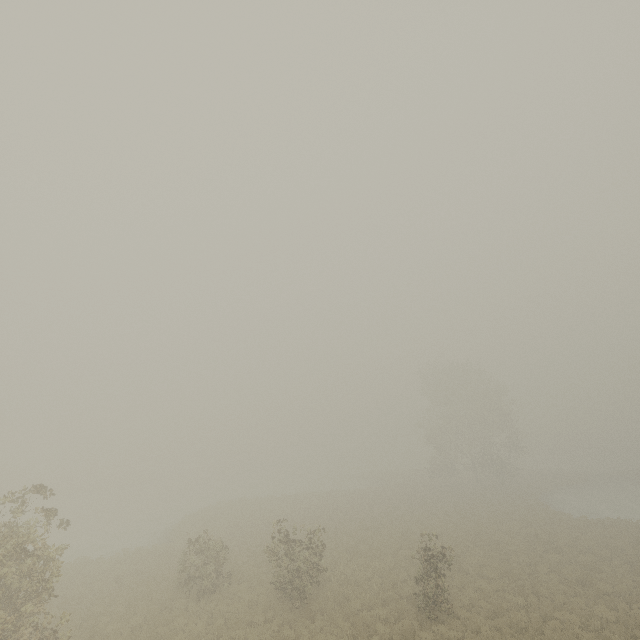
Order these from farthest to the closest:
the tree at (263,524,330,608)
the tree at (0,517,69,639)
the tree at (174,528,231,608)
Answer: the tree at (174,528,231,608) < the tree at (263,524,330,608) < the tree at (0,517,69,639)

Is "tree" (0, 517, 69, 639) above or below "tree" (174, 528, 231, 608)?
above

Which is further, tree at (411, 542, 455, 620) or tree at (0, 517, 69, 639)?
tree at (411, 542, 455, 620)

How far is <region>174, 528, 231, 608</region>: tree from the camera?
17.55m

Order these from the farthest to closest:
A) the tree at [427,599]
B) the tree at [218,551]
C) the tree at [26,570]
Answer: the tree at [218,551] → the tree at [427,599] → the tree at [26,570]

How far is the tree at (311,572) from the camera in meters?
16.0 m

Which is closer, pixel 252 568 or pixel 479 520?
pixel 252 568
